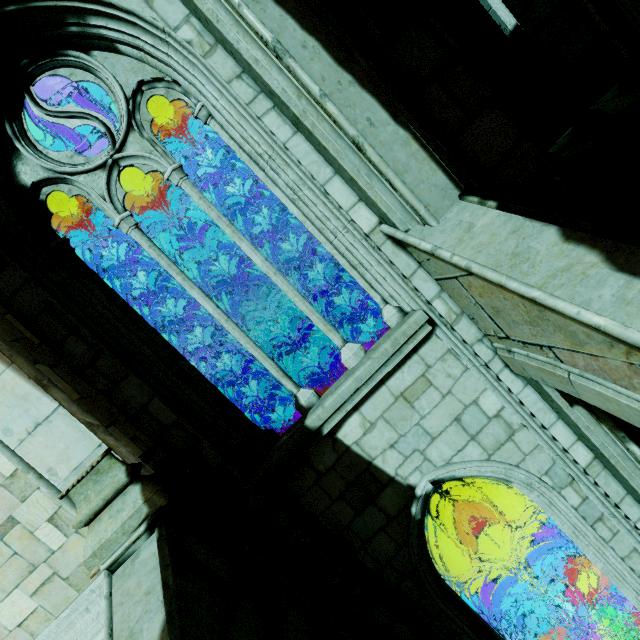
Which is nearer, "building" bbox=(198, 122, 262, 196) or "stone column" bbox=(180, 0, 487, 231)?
"stone column" bbox=(180, 0, 487, 231)

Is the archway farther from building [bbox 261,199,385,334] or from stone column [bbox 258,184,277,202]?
stone column [bbox 258,184,277,202]

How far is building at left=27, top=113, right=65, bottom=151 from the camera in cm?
400

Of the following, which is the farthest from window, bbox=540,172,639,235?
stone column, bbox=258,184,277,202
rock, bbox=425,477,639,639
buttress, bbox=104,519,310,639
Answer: stone column, bbox=258,184,277,202

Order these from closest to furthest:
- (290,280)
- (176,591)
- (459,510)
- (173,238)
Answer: (176,591) → (173,238) → (459,510) → (290,280)

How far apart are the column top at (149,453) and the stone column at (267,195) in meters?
5.9 m

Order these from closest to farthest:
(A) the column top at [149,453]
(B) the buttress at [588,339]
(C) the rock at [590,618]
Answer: (B) the buttress at [588,339], (A) the column top at [149,453], (C) the rock at [590,618]

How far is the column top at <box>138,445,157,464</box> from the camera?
3.25m
